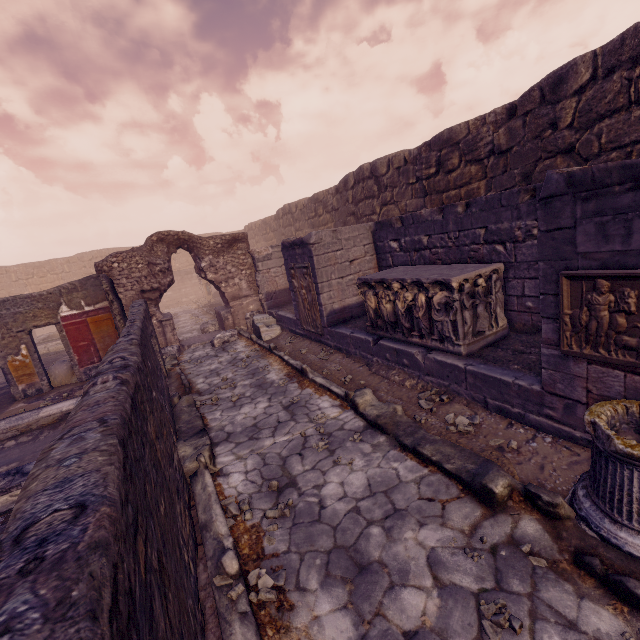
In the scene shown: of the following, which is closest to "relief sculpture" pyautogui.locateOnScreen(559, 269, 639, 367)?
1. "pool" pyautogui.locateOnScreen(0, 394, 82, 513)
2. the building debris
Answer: "pool" pyautogui.locateOnScreen(0, 394, 82, 513)

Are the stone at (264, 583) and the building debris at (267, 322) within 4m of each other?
no

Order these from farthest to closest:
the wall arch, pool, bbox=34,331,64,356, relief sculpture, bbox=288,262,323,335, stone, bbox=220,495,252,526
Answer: pool, bbox=34,331,64,356
the wall arch
relief sculpture, bbox=288,262,323,335
stone, bbox=220,495,252,526

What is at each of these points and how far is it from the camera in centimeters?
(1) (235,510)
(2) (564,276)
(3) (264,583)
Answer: (1) stone, 352cm
(2) relief sculpture, 313cm
(3) stone, 269cm

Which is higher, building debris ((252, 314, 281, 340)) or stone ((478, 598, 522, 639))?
building debris ((252, 314, 281, 340))

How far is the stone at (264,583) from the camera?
2.6 meters

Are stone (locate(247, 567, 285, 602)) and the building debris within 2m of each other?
no

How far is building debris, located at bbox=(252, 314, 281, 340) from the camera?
10.3m
